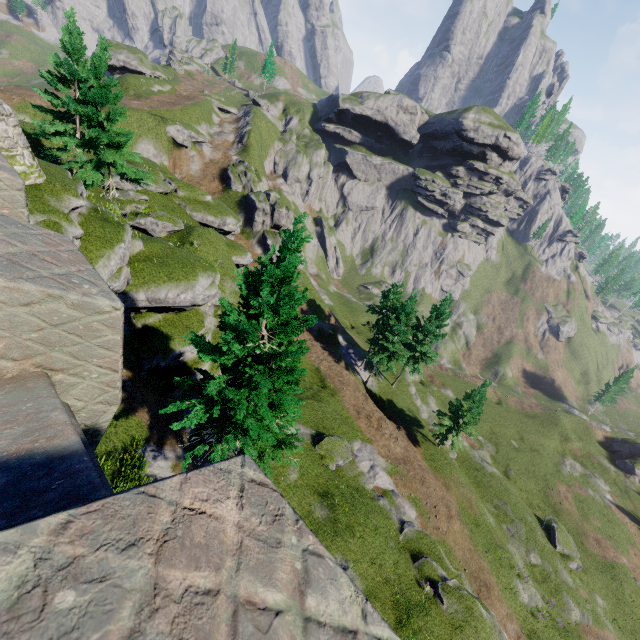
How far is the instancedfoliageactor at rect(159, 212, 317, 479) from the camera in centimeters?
1094cm

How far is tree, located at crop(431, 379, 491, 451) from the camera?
32.97m

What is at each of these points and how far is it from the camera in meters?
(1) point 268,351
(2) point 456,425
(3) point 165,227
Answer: (1) instancedfoliageactor, 12.5
(2) tree, 35.0
(3) rock, 27.9

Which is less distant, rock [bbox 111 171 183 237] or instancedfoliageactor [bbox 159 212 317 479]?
instancedfoliageactor [bbox 159 212 317 479]

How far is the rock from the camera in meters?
27.2 m

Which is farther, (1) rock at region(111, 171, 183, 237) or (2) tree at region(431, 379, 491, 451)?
(2) tree at region(431, 379, 491, 451)

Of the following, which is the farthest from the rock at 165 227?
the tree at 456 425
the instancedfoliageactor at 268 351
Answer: the tree at 456 425
